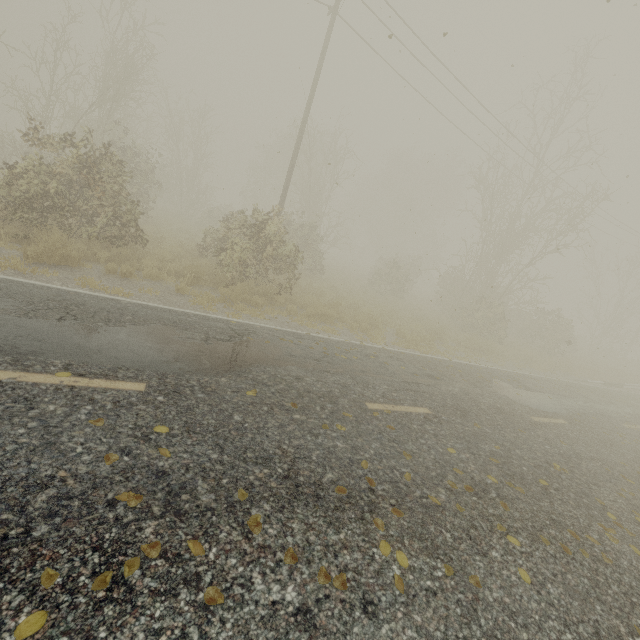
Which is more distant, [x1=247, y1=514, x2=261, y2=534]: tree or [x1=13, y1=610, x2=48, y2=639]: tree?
[x1=247, y1=514, x2=261, y2=534]: tree

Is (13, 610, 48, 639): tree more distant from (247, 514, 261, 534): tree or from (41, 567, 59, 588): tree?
(41, 567, 59, 588): tree

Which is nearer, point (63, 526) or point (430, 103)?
point (63, 526)

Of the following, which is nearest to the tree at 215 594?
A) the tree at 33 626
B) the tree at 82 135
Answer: Answer: the tree at 33 626

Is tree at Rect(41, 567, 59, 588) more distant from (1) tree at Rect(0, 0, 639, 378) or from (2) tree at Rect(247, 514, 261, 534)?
(1) tree at Rect(0, 0, 639, 378)

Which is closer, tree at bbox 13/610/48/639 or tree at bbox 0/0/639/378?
tree at bbox 13/610/48/639

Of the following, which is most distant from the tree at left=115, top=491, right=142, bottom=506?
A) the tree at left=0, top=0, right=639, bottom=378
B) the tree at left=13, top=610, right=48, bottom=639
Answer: the tree at left=0, top=0, right=639, bottom=378

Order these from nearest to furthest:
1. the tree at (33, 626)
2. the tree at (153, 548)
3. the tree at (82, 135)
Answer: the tree at (33, 626), the tree at (153, 548), the tree at (82, 135)
